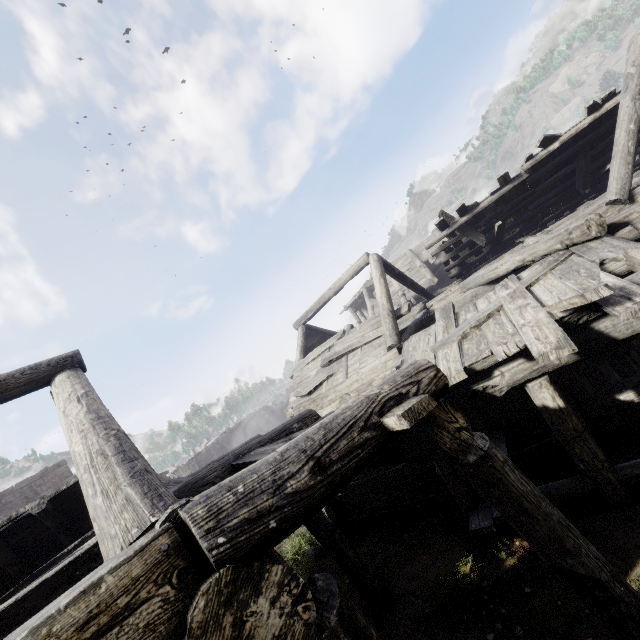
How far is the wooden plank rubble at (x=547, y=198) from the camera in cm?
1011

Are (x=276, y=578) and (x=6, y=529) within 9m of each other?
yes

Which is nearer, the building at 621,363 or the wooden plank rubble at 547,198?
the building at 621,363

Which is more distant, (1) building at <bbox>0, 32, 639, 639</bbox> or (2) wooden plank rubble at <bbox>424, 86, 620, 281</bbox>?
(2) wooden plank rubble at <bbox>424, 86, 620, 281</bbox>

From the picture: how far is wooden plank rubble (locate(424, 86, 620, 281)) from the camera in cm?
1011
